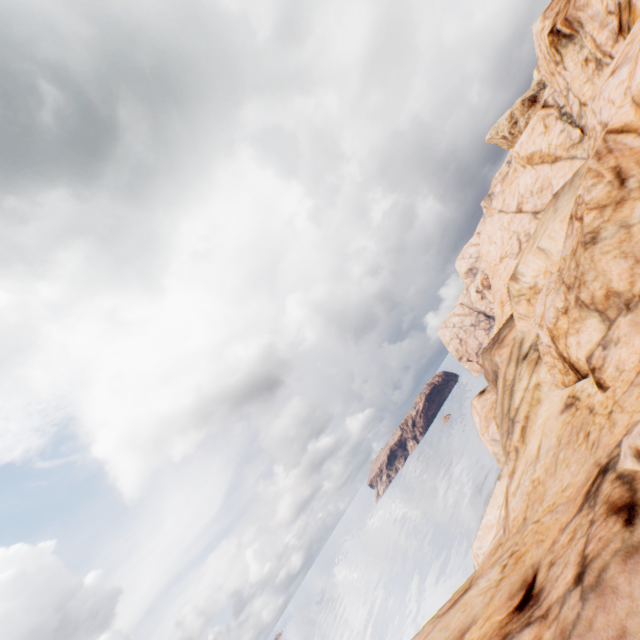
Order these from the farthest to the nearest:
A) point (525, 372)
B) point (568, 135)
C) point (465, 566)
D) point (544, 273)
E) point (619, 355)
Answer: point (465, 566), point (568, 135), point (525, 372), point (544, 273), point (619, 355)
